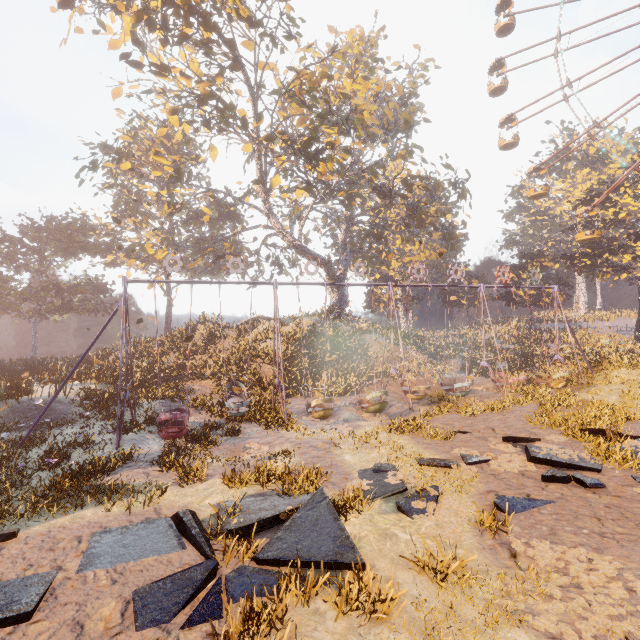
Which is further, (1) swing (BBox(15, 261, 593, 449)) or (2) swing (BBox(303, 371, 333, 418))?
(2) swing (BBox(303, 371, 333, 418))

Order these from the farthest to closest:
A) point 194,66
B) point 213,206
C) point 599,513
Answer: point 213,206
point 194,66
point 599,513

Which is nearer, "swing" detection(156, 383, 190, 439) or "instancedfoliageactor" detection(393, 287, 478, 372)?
"swing" detection(156, 383, 190, 439)

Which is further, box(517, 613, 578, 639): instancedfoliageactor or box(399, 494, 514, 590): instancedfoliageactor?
box(399, 494, 514, 590): instancedfoliageactor

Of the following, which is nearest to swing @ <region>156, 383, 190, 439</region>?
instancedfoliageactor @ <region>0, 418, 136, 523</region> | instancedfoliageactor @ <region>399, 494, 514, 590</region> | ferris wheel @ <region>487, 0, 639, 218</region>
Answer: instancedfoliageactor @ <region>0, 418, 136, 523</region>

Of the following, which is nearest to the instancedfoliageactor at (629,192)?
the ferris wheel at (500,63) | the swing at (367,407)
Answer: the ferris wheel at (500,63)

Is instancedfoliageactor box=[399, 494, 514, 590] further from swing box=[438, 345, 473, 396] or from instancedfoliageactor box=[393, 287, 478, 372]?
instancedfoliageactor box=[393, 287, 478, 372]

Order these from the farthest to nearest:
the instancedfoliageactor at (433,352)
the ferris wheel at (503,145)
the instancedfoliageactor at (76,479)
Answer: the ferris wheel at (503,145) < the instancedfoliageactor at (433,352) < the instancedfoliageactor at (76,479)
